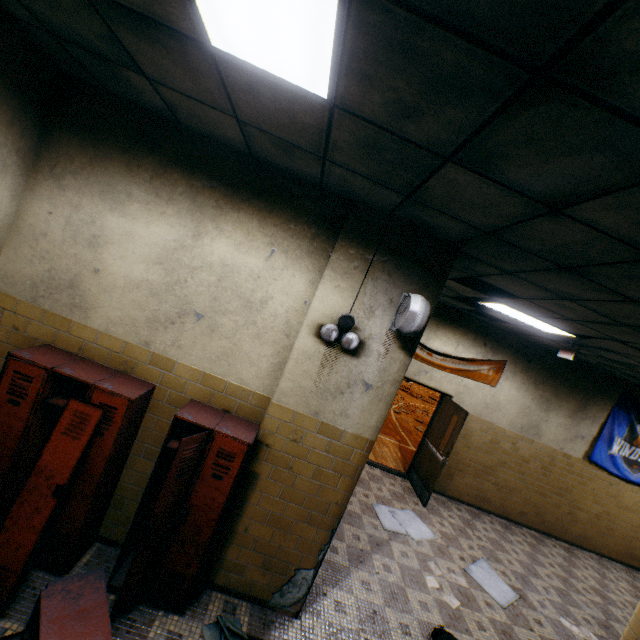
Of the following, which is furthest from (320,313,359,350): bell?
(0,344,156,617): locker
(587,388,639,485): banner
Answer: (587,388,639,485): banner

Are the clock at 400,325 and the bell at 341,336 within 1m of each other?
yes

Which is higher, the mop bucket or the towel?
the mop bucket

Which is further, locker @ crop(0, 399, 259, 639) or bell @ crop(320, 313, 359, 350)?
bell @ crop(320, 313, 359, 350)

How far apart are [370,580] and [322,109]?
5.09m

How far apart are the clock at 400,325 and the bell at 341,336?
0.3m

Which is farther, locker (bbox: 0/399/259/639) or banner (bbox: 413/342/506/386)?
banner (bbox: 413/342/506/386)

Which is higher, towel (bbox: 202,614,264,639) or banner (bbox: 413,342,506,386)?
banner (bbox: 413,342,506,386)
